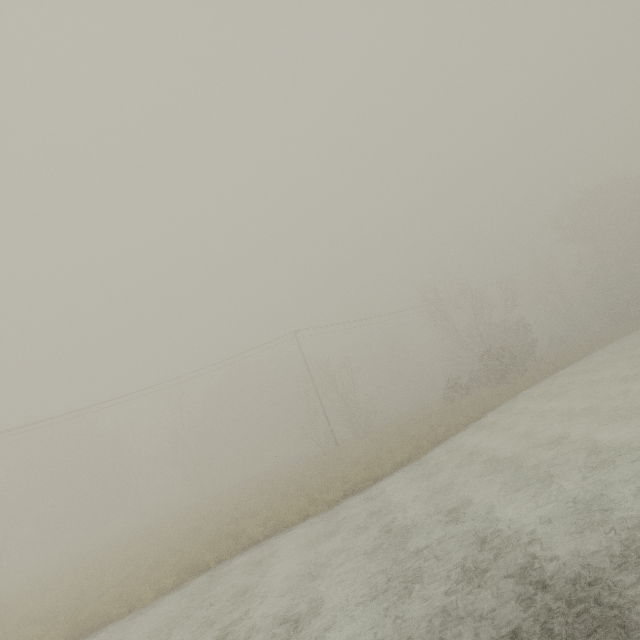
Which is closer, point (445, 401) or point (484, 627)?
point (484, 627)
